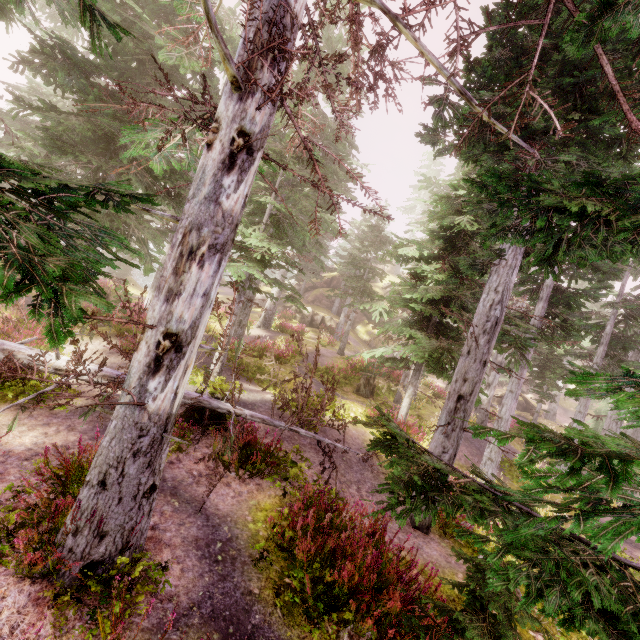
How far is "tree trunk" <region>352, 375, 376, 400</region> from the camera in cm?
1836

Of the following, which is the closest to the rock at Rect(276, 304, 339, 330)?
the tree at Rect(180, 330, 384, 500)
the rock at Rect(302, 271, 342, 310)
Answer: the rock at Rect(302, 271, 342, 310)

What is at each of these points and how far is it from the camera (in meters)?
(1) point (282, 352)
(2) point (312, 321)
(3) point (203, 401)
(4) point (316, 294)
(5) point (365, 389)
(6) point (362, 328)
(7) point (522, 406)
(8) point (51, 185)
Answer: (1) instancedfoliageactor, 19.22
(2) rock, 33.03
(3) tree, 7.65
(4) rock, 41.44
(5) tree trunk, 18.42
(6) rock, 40.59
(7) rock, 41.44
(8) instancedfoliageactor, 12.48

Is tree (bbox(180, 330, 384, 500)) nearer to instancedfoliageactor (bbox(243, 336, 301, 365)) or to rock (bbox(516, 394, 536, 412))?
instancedfoliageactor (bbox(243, 336, 301, 365))

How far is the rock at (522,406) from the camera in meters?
41.5 m

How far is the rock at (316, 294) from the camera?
40.5 meters

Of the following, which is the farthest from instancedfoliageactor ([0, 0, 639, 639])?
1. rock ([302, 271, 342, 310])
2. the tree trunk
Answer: the tree trunk

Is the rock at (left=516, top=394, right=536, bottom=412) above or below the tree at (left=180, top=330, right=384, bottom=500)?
above
